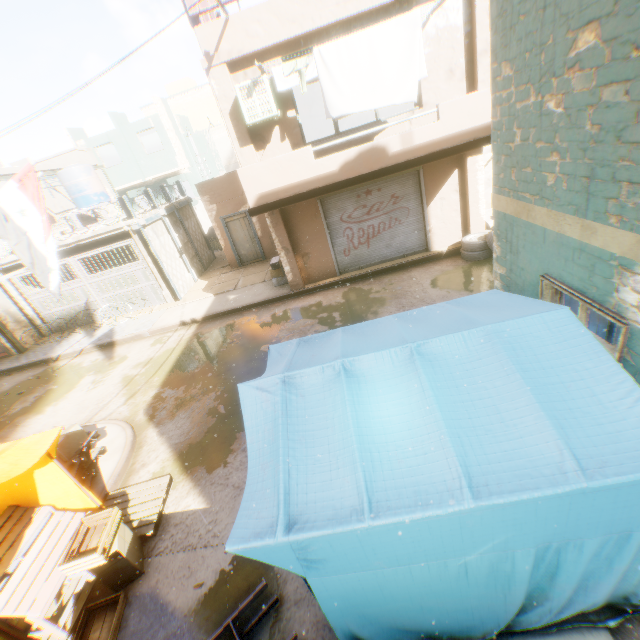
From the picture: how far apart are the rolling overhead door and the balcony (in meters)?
0.02

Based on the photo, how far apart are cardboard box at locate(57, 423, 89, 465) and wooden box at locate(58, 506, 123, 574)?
1.50m

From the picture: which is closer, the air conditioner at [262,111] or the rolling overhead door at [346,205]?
the air conditioner at [262,111]

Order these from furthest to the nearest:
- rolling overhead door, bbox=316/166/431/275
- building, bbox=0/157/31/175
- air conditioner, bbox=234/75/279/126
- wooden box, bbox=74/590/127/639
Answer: building, bbox=0/157/31/175 → rolling overhead door, bbox=316/166/431/275 → air conditioner, bbox=234/75/279/126 → wooden box, bbox=74/590/127/639

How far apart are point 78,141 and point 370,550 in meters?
33.8 m

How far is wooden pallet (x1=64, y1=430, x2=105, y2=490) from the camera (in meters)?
5.84

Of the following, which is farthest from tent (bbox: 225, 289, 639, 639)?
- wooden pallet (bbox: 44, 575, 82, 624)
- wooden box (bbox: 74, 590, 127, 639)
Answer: wooden box (bbox: 74, 590, 127, 639)

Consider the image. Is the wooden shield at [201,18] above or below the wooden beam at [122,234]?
above
